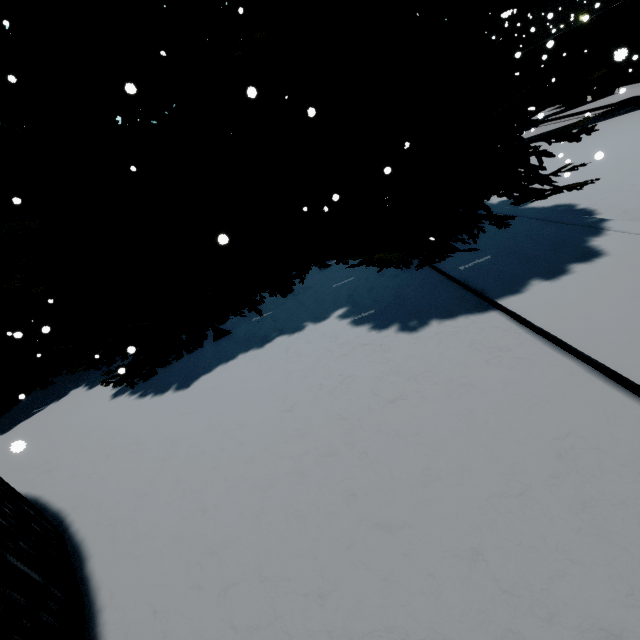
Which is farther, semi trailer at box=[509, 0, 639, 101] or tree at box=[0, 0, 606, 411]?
semi trailer at box=[509, 0, 639, 101]

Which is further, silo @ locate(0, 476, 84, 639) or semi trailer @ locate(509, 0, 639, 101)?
semi trailer @ locate(509, 0, 639, 101)

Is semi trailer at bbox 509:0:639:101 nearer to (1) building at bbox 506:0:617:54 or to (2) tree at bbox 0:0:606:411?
(2) tree at bbox 0:0:606:411

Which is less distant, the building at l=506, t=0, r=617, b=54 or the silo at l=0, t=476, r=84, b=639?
the silo at l=0, t=476, r=84, b=639

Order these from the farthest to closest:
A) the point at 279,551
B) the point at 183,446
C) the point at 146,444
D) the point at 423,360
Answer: the point at 146,444
the point at 183,446
the point at 423,360
the point at 279,551

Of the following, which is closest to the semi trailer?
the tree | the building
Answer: the tree

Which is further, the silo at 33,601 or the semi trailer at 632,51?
the semi trailer at 632,51

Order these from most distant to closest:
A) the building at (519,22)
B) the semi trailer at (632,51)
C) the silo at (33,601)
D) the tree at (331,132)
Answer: the building at (519,22) → the semi trailer at (632,51) → the tree at (331,132) → the silo at (33,601)
